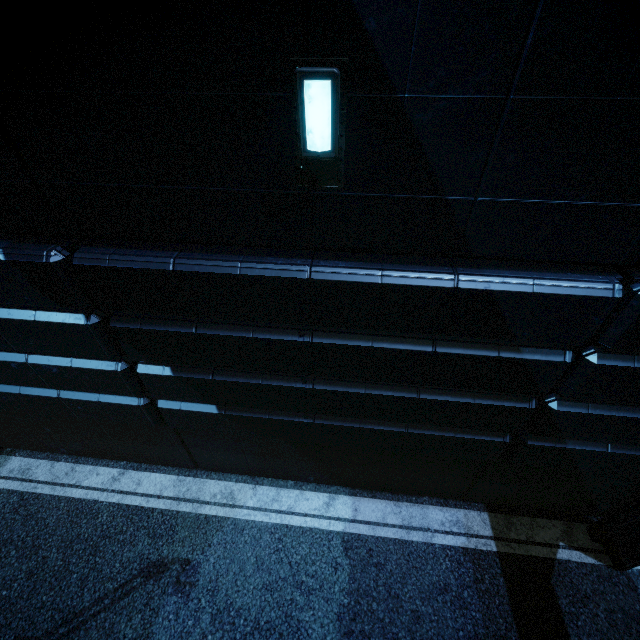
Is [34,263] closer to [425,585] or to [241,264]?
[241,264]
